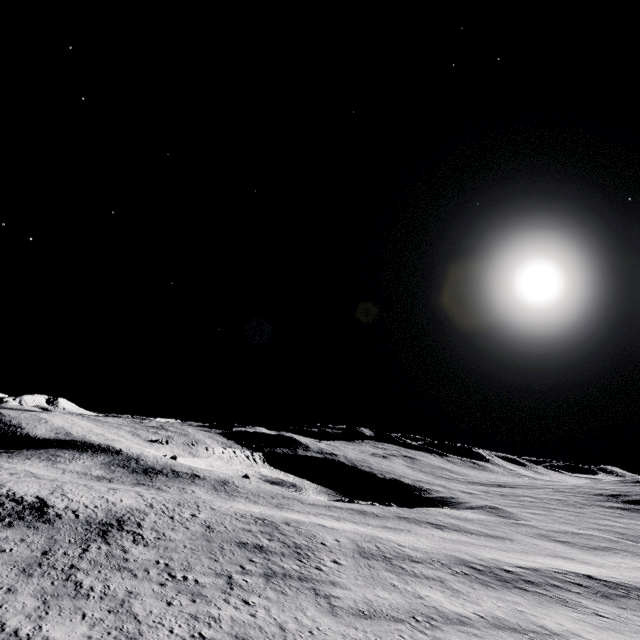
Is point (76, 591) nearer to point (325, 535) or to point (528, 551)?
point (325, 535)
